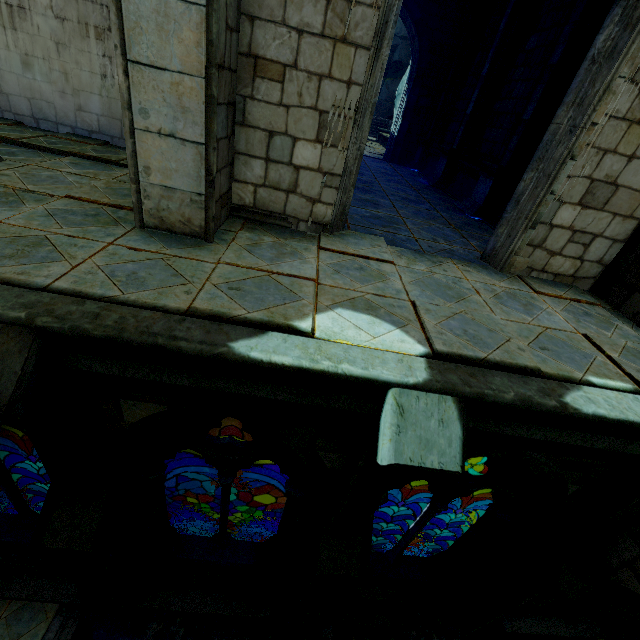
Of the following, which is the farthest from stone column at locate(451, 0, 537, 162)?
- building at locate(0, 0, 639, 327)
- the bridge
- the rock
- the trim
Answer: the trim

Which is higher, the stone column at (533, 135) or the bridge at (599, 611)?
the stone column at (533, 135)

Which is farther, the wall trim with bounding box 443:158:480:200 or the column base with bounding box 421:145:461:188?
the column base with bounding box 421:145:461:188

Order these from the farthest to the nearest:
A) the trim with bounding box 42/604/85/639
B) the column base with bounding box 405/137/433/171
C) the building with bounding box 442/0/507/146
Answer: the column base with bounding box 405/137/433/171 → the building with bounding box 442/0/507/146 → the trim with bounding box 42/604/85/639

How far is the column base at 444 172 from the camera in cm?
A: 1042

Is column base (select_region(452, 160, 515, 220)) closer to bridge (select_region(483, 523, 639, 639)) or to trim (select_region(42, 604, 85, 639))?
bridge (select_region(483, 523, 639, 639))

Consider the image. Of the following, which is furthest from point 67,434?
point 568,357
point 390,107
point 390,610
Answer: point 390,107

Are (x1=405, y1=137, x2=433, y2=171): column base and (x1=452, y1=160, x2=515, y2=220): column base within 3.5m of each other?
no
